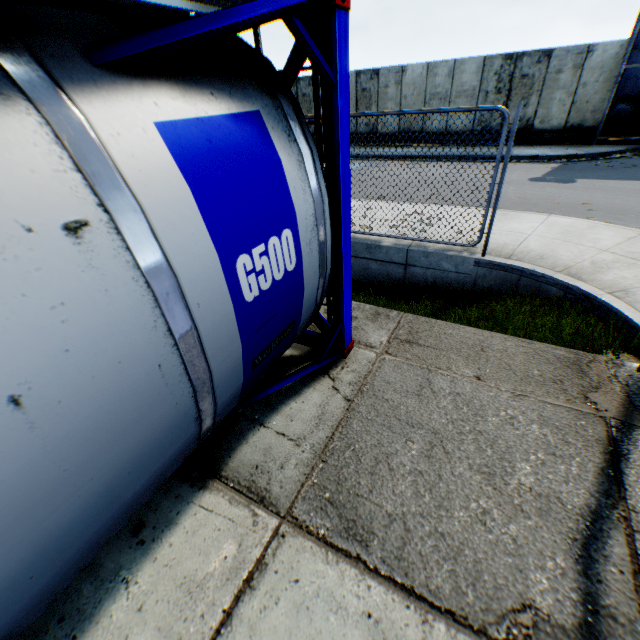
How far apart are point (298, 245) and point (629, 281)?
5.1m

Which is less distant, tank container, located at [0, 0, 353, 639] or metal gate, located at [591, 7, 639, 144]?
tank container, located at [0, 0, 353, 639]

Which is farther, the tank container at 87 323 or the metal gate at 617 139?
the metal gate at 617 139
